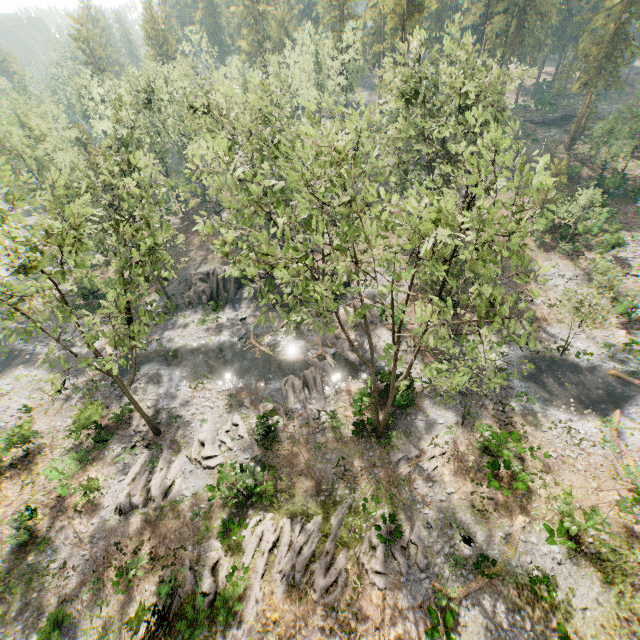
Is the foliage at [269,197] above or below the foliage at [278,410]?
above

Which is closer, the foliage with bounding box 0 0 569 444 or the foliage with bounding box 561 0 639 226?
the foliage with bounding box 0 0 569 444

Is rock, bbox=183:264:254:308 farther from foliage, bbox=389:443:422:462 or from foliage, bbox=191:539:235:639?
foliage, bbox=389:443:422:462

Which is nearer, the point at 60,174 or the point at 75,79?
the point at 60,174

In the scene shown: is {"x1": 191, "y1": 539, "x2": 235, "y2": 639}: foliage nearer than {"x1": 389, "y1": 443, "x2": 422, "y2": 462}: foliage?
Yes

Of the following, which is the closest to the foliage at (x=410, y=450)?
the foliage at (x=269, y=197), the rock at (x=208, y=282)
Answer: the foliage at (x=269, y=197)

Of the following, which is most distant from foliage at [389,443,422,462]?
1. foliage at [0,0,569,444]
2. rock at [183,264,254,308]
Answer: rock at [183,264,254,308]
